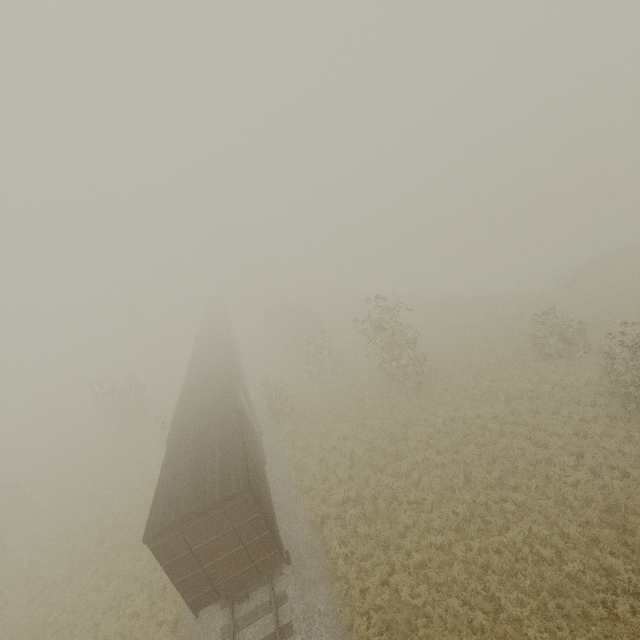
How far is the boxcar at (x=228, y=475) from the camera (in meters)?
10.34

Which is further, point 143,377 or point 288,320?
point 143,377

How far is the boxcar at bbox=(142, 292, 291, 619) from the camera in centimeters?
1034cm
